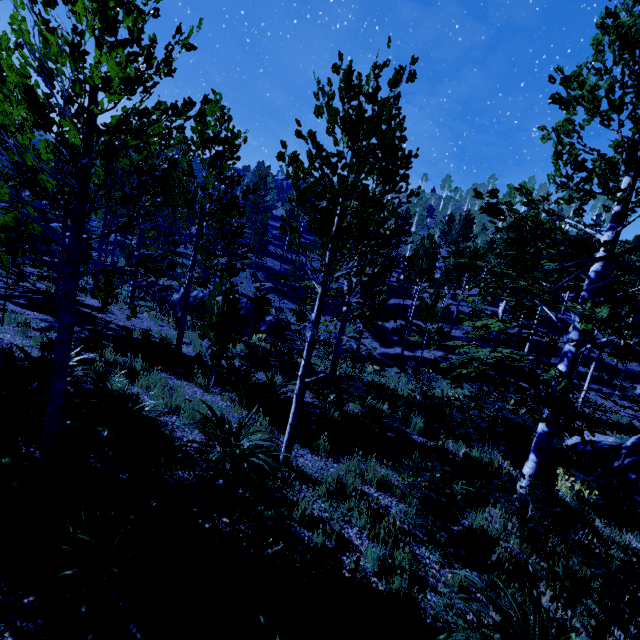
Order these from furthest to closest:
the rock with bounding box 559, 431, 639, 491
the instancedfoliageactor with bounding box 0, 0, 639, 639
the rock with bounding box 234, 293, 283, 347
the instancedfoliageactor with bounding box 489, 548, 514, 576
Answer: the rock with bounding box 234, 293, 283, 347, the rock with bounding box 559, 431, 639, 491, the instancedfoliageactor with bounding box 489, 548, 514, 576, the instancedfoliageactor with bounding box 0, 0, 639, 639

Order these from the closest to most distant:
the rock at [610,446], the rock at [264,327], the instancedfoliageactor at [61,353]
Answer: the instancedfoliageactor at [61,353]
the rock at [610,446]
the rock at [264,327]

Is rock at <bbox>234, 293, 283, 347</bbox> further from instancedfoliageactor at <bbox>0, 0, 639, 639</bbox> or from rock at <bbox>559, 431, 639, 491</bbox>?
rock at <bbox>559, 431, 639, 491</bbox>

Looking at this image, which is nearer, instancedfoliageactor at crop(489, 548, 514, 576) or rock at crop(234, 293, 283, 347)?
instancedfoliageactor at crop(489, 548, 514, 576)

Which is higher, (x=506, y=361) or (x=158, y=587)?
(x=506, y=361)

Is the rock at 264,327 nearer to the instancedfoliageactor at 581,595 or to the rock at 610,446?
the instancedfoliageactor at 581,595
